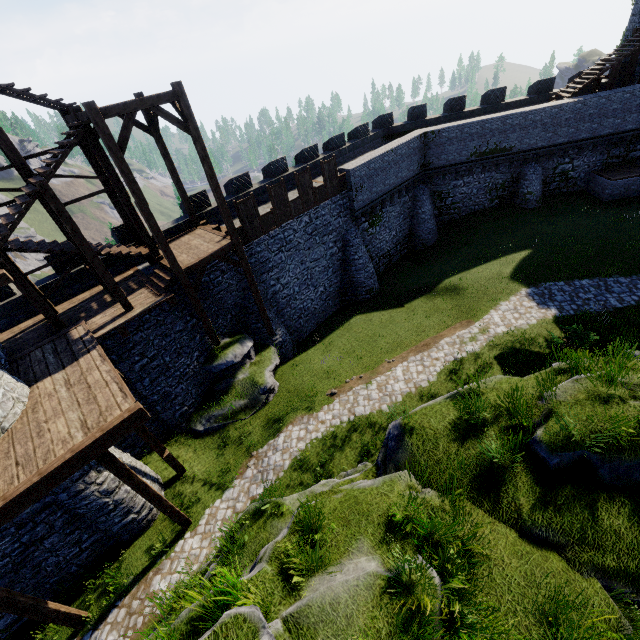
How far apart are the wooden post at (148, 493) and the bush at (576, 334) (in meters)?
16.32

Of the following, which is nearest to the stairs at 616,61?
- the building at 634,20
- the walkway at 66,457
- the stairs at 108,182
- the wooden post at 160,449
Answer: the building at 634,20

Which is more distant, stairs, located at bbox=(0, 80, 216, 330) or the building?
the building

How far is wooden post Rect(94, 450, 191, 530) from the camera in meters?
8.7 m

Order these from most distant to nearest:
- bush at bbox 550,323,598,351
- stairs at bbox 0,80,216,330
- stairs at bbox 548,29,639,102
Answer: stairs at bbox 548,29,639,102, bush at bbox 550,323,598,351, stairs at bbox 0,80,216,330

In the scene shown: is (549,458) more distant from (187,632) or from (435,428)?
(187,632)

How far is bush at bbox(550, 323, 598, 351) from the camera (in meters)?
13.54

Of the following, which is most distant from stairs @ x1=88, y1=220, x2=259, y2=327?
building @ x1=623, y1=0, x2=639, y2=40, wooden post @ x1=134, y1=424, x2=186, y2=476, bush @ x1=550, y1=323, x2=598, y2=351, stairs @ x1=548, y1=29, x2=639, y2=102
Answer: building @ x1=623, y1=0, x2=639, y2=40
